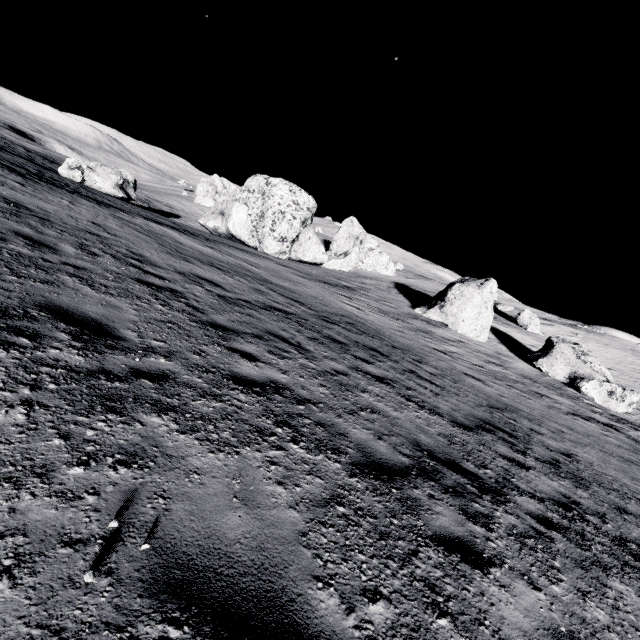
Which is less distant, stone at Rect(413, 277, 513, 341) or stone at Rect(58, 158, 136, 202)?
stone at Rect(413, 277, 513, 341)

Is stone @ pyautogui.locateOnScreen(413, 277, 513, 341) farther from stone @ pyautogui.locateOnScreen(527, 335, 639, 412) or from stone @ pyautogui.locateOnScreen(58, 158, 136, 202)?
stone @ pyautogui.locateOnScreen(58, 158, 136, 202)

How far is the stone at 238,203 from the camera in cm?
3069

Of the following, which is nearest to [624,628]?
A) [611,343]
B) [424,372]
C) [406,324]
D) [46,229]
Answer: [424,372]

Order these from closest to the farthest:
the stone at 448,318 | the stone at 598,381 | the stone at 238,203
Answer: the stone at 598,381 → the stone at 448,318 → the stone at 238,203

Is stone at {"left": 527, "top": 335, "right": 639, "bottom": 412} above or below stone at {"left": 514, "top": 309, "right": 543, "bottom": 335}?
below

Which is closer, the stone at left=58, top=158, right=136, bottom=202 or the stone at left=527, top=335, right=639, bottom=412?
the stone at left=527, top=335, right=639, bottom=412

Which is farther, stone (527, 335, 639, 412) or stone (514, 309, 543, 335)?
stone (514, 309, 543, 335)
